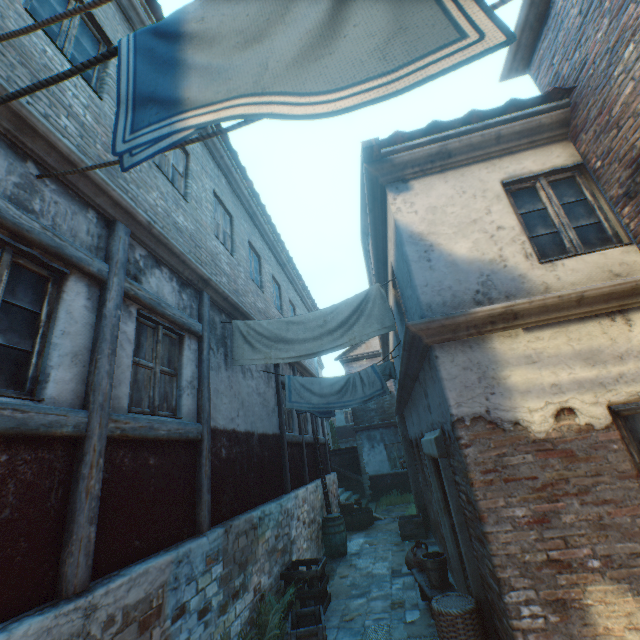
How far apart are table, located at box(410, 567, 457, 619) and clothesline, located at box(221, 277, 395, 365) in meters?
4.2 m

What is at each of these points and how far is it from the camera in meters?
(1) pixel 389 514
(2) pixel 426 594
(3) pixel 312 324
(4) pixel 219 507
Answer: (1) ground stones, 13.9
(2) table, 5.3
(3) clothesline, 5.8
(4) building, 5.0

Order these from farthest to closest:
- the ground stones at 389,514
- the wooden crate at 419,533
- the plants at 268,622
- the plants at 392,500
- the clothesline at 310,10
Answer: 1. the plants at 392,500
2. the ground stones at 389,514
3. the wooden crate at 419,533
4. the plants at 268,622
5. the clothesline at 310,10

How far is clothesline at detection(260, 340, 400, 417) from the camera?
7.1m

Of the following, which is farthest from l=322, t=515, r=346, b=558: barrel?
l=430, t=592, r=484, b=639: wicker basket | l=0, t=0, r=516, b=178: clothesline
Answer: l=0, t=0, r=516, b=178: clothesline

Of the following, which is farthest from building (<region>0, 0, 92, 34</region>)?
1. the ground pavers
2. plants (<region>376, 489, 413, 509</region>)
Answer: plants (<region>376, 489, 413, 509</region>)

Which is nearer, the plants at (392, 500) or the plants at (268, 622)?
the plants at (268, 622)
